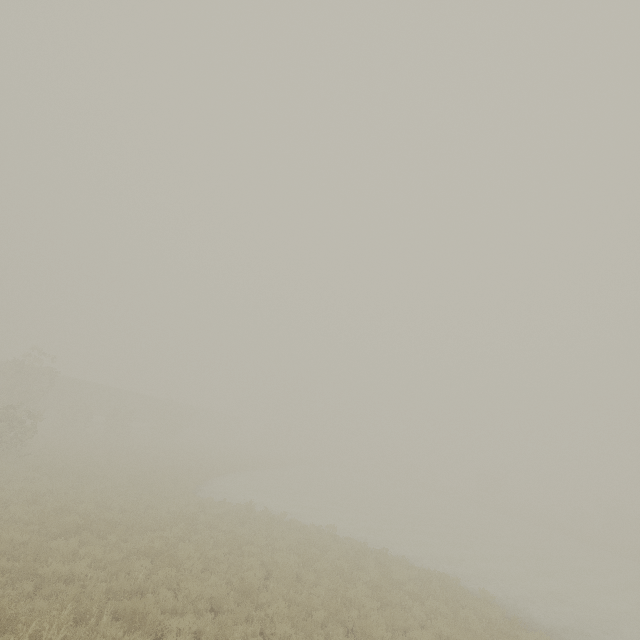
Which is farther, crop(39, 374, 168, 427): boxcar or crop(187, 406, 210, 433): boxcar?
crop(187, 406, 210, 433): boxcar

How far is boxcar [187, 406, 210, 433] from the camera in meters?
55.9

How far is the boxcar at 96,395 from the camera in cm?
3700

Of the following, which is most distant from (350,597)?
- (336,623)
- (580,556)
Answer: (580,556)

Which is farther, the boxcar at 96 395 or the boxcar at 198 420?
the boxcar at 198 420
